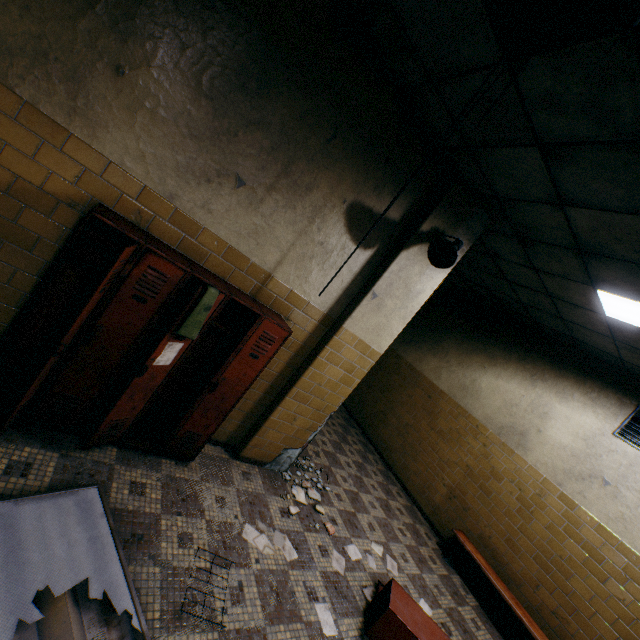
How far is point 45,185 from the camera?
2.18m

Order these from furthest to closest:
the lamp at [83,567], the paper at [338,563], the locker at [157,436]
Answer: the paper at [338,563] < the locker at [157,436] < the lamp at [83,567]

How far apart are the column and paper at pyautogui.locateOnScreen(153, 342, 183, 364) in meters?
1.4

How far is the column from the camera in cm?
345

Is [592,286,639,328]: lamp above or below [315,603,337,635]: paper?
above

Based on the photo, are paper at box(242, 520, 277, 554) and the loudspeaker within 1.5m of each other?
no

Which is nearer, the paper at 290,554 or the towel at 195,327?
the towel at 195,327

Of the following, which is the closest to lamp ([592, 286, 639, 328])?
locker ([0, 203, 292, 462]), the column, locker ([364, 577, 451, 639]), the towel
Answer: the column
